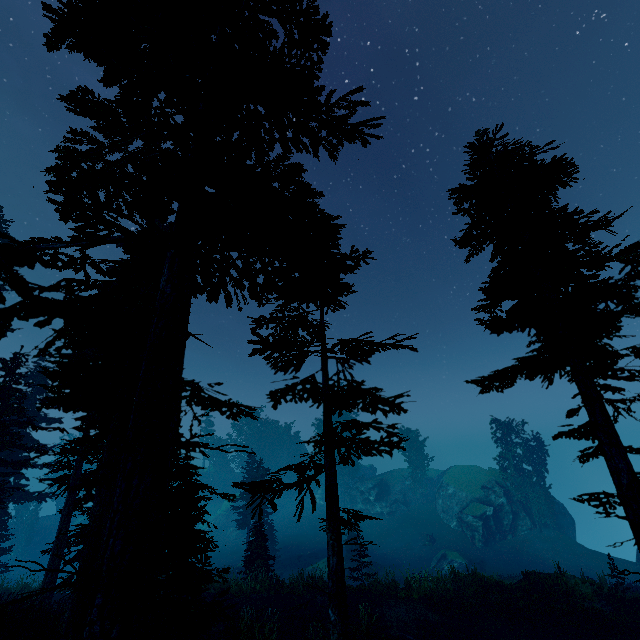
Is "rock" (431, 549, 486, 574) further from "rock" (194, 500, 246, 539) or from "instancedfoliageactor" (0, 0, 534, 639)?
"rock" (194, 500, 246, 539)

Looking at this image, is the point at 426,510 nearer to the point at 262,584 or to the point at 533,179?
the point at 262,584

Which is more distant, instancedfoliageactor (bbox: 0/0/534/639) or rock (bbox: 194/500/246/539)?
rock (bbox: 194/500/246/539)

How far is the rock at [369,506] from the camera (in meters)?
48.94

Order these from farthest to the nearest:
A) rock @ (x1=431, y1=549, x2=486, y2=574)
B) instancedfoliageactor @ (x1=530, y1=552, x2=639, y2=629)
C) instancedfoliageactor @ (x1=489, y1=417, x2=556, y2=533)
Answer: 1. instancedfoliageactor @ (x1=489, y1=417, x2=556, y2=533)
2. rock @ (x1=431, y1=549, x2=486, y2=574)
3. instancedfoliageactor @ (x1=530, y1=552, x2=639, y2=629)

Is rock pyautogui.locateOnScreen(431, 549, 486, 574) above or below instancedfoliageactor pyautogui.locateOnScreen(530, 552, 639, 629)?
below

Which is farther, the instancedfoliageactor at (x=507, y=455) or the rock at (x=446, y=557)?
the instancedfoliageactor at (x=507, y=455)

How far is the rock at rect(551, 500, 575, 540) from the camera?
38.0 meters
